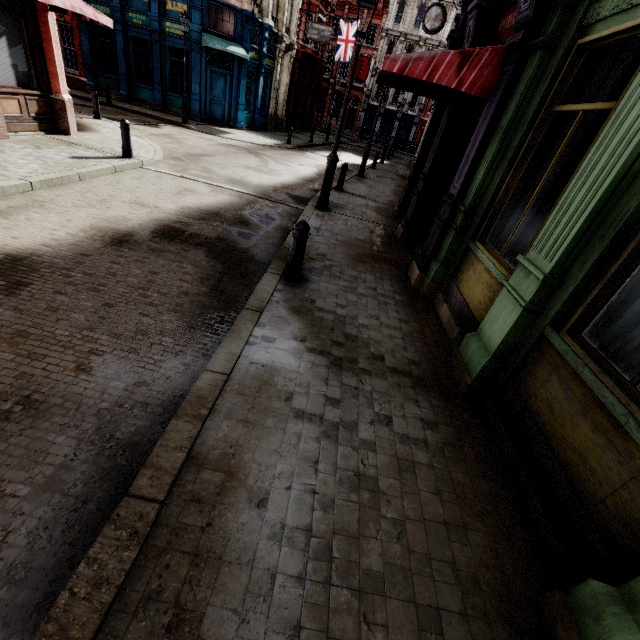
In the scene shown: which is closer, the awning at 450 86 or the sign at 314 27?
the awning at 450 86

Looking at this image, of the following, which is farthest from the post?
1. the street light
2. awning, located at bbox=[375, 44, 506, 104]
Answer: the street light

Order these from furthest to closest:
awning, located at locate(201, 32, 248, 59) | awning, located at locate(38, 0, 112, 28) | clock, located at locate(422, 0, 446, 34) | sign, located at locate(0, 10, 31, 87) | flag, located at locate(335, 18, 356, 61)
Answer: flag, located at locate(335, 18, 356, 61)
awning, located at locate(201, 32, 248, 59)
clock, located at locate(422, 0, 446, 34)
sign, located at locate(0, 10, 31, 87)
awning, located at locate(38, 0, 112, 28)

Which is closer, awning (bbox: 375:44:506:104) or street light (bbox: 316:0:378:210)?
awning (bbox: 375:44:506:104)

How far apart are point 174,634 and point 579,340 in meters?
3.4

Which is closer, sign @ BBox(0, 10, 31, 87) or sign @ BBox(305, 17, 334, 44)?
sign @ BBox(0, 10, 31, 87)

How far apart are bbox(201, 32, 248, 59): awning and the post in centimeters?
1905cm

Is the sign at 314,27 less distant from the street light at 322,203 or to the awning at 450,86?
the street light at 322,203
